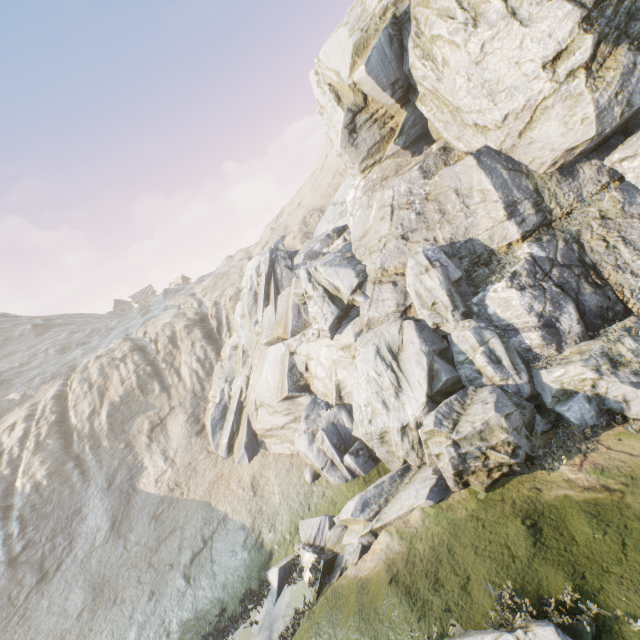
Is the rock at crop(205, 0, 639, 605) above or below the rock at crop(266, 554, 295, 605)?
above

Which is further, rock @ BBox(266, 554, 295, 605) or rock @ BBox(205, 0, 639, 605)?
rock @ BBox(266, 554, 295, 605)

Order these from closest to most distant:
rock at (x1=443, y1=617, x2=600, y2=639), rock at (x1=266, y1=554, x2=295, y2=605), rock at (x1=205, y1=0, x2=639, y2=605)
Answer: rock at (x1=443, y1=617, x2=600, y2=639) < rock at (x1=205, y1=0, x2=639, y2=605) < rock at (x1=266, y1=554, x2=295, y2=605)

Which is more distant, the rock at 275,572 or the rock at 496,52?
the rock at 275,572

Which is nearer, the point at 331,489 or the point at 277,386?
the point at 331,489

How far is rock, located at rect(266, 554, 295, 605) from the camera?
13.0 meters
